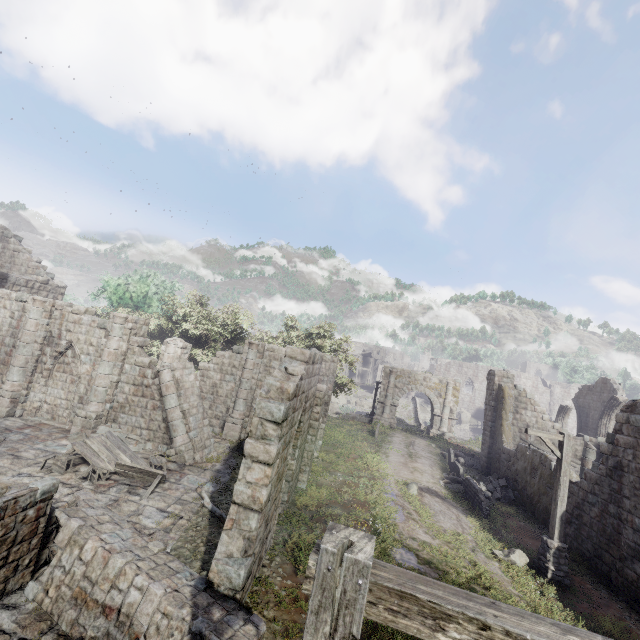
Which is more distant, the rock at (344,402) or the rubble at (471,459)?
the rock at (344,402)

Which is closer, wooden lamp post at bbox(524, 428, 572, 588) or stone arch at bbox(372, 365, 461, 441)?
wooden lamp post at bbox(524, 428, 572, 588)

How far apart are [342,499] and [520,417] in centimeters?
1579cm

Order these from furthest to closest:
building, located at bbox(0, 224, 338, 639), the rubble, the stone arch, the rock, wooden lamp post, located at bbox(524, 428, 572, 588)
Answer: the rock, the stone arch, the rubble, wooden lamp post, located at bbox(524, 428, 572, 588), building, located at bbox(0, 224, 338, 639)

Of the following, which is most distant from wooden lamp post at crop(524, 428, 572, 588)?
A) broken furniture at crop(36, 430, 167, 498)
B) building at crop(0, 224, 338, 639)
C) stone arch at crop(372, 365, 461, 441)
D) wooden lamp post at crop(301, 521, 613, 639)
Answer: stone arch at crop(372, 365, 461, 441)

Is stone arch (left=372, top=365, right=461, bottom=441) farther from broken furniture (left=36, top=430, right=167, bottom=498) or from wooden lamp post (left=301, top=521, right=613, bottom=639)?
wooden lamp post (left=301, top=521, right=613, bottom=639)

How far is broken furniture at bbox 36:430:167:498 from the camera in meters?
11.2 m

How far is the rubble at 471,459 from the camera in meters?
22.7
